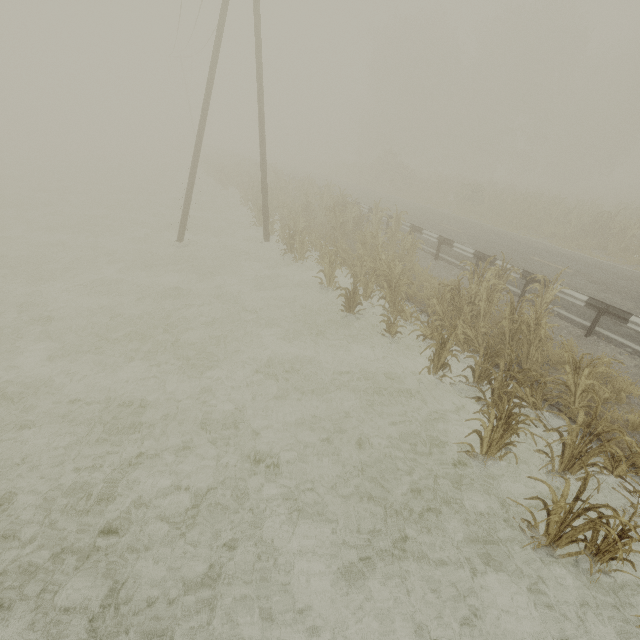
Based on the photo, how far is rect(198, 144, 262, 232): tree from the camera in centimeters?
1955cm

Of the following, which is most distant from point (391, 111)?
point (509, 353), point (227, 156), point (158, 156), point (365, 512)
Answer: point (365, 512)

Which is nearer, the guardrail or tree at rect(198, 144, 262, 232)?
the guardrail

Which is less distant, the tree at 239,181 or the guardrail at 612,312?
the guardrail at 612,312

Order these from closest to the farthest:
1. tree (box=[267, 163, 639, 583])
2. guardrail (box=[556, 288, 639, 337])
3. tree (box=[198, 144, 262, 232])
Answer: tree (box=[267, 163, 639, 583]) → guardrail (box=[556, 288, 639, 337]) → tree (box=[198, 144, 262, 232])

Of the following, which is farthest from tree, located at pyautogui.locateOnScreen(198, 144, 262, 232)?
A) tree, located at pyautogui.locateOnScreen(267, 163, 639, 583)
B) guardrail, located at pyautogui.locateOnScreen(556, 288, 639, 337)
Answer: tree, located at pyautogui.locateOnScreen(267, 163, 639, 583)

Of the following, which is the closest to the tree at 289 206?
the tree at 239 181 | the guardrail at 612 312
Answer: the guardrail at 612 312
